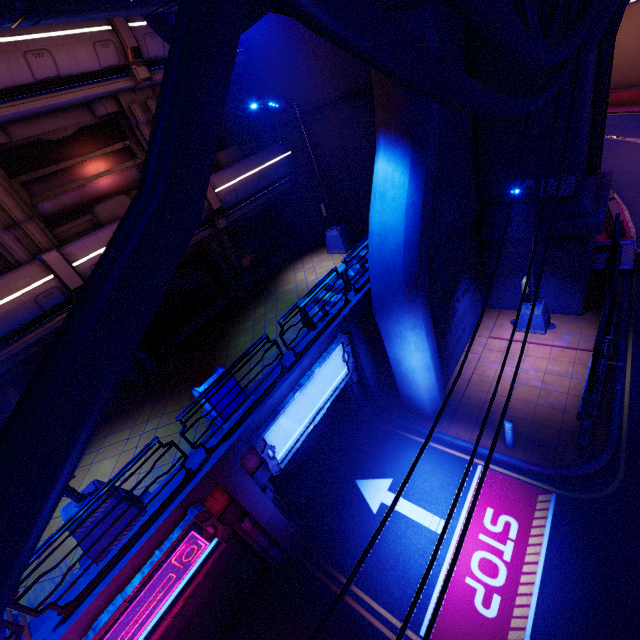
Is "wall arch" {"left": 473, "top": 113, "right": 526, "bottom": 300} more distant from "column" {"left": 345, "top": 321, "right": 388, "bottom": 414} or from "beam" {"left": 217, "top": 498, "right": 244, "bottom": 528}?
"beam" {"left": 217, "top": 498, "right": 244, "bottom": 528}

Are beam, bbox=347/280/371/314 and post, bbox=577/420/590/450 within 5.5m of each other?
no

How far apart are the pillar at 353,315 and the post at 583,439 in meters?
6.3

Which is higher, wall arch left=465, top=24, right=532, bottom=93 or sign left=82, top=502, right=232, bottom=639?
wall arch left=465, top=24, right=532, bottom=93

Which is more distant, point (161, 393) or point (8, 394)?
point (161, 393)

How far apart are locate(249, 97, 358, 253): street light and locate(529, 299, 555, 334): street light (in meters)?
6.12

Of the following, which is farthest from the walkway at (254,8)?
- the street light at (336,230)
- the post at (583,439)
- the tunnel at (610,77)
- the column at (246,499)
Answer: the post at (583,439)

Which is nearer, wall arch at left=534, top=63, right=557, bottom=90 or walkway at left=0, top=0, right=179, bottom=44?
walkway at left=0, top=0, right=179, bottom=44
